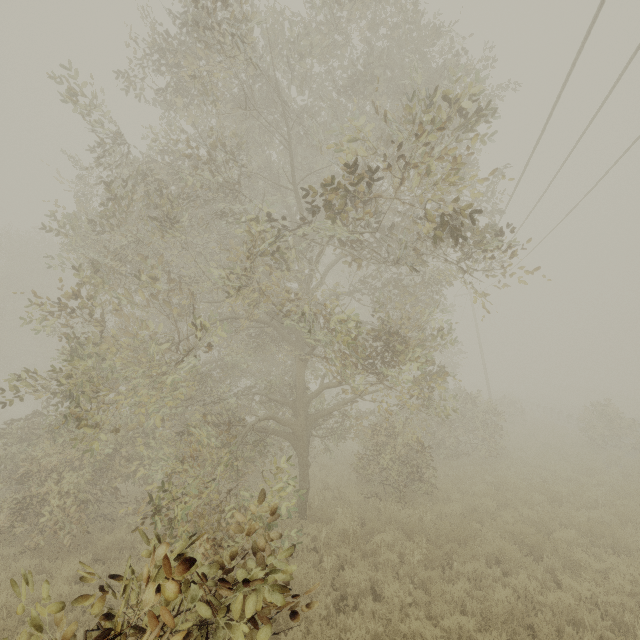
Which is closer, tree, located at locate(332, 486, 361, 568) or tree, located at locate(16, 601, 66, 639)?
tree, located at locate(16, 601, 66, 639)

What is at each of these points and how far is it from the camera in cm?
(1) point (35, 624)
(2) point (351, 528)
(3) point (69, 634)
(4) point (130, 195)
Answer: (1) tree, 196
(2) tree, 885
(3) tree, 247
(4) tree, 955

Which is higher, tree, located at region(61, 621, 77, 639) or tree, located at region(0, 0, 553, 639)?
tree, located at region(61, 621, 77, 639)

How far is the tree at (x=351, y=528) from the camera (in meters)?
7.80

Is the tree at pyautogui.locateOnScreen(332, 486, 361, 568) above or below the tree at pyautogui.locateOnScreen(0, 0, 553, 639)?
below

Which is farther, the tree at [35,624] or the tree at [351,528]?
the tree at [351,528]

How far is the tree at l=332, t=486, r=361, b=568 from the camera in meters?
7.8

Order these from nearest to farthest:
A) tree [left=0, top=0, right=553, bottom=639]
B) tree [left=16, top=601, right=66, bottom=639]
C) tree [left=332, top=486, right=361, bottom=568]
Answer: tree [left=16, top=601, right=66, bottom=639]
tree [left=0, top=0, right=553, bottom=639]
tree [left=332, top=486, right=361, bottom=568]
